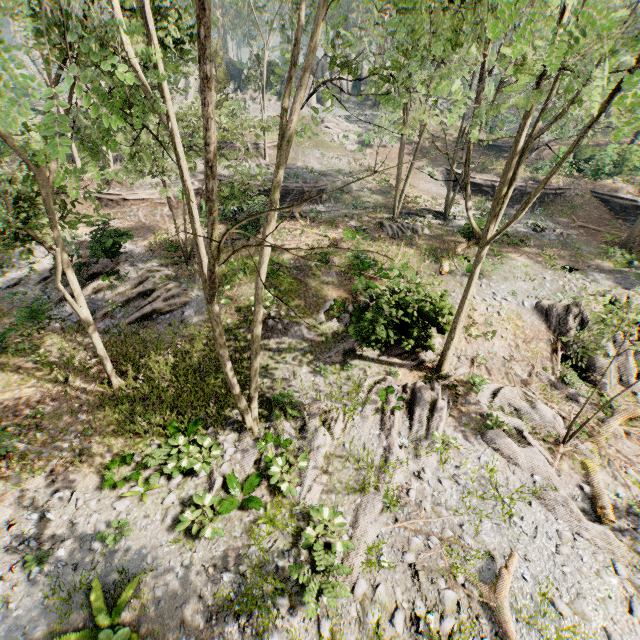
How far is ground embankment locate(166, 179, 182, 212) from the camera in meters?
25.8 m

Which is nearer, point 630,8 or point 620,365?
point 620,365

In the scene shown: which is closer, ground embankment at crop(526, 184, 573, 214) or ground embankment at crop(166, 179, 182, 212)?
ground embankment at crop(166, 179, 182, 212)

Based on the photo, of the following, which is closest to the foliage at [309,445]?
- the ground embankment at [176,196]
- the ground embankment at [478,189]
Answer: the ground embankment at [176,196]

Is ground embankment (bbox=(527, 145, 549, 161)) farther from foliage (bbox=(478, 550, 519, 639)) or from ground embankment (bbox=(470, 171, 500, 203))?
ground embankment (bbox=(470, 171, 500, 203))

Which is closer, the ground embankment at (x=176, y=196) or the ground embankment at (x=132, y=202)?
the ground embankment at (x=132, y=202)

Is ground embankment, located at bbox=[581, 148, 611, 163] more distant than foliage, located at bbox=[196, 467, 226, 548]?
Yes

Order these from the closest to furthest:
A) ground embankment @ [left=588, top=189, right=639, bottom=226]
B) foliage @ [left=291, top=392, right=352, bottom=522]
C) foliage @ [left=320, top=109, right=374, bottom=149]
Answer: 1. foliage @ [left=291, top=392, right=352, bottom=522]
2. ground embankment @ [left=588, top=189, right=639, bottom=226]
3. foliage @ [left=320, top=109, right=374, bottom=149]
